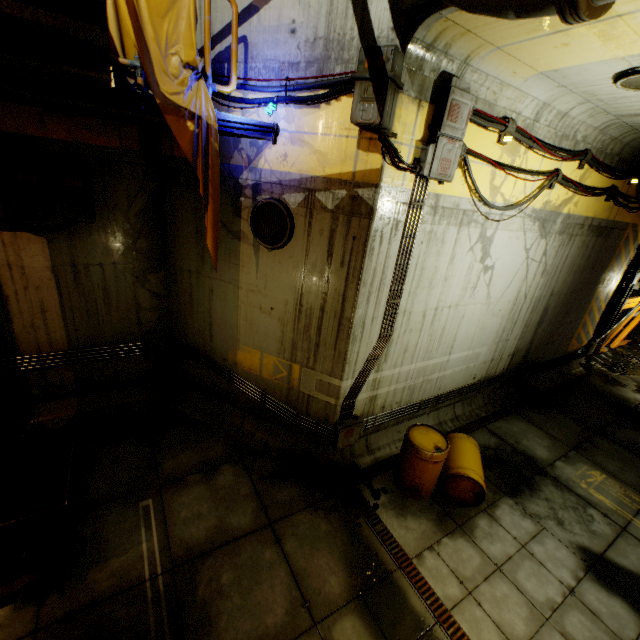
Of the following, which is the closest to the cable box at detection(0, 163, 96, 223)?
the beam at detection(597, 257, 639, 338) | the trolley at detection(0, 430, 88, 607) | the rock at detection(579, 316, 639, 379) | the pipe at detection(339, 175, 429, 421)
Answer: the trolley at detection(0, 430, 88, 607)

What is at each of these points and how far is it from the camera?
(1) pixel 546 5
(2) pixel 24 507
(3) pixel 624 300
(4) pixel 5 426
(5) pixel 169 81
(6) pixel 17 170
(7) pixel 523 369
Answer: (1) pipe, 2.20m
(2) trolley, 4.75m
(3) beam, 12.38m
(4) beam, 5.93m
(5) cloth, 4.09m
(6) cable box, 4.82m
(7) cable, 9.45m

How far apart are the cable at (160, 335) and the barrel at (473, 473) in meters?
5.4

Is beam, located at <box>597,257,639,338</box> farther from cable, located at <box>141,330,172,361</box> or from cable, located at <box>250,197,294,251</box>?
cable, located at <box>141,330,172,361</box>

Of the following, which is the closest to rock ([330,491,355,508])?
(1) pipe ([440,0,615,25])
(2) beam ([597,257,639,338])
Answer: (1) pipe ([440,0,615,25])

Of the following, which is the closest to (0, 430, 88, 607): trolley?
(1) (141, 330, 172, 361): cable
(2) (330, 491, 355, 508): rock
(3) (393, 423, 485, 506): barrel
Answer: (1) (141, 330, 172, 361): cable

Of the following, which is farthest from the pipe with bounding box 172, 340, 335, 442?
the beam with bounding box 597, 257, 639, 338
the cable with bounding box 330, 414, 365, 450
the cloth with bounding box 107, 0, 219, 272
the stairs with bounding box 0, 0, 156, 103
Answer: the beam with bounding box 597, 257, 639, 338

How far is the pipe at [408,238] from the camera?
4.9 meters
